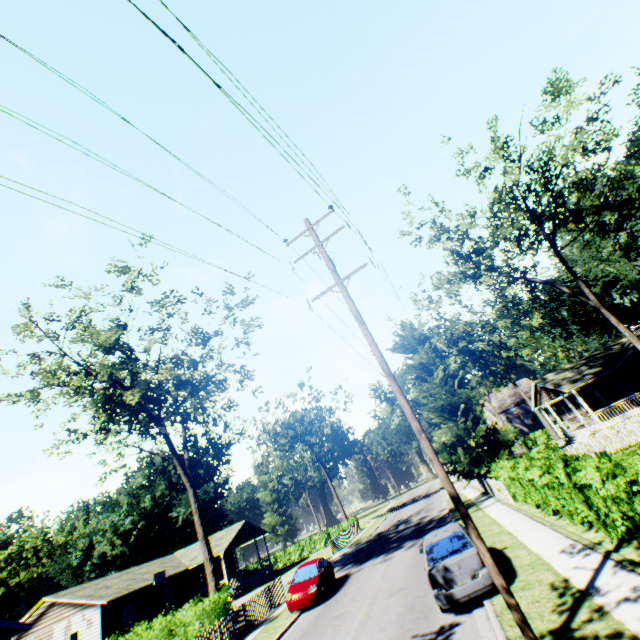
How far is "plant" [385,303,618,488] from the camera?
25.7 meters

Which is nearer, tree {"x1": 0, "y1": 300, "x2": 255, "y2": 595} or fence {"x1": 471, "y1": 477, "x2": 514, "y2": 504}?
fence {"x1": 471, "y1": 477, "x2": 514, "y2": 504}

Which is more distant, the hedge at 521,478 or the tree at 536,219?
the tree at 536,219

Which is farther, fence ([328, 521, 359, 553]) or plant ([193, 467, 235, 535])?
plant ([193, 467, 235, 535])

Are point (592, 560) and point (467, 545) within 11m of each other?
yes

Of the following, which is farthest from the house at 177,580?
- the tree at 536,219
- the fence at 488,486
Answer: the tree at 536,219

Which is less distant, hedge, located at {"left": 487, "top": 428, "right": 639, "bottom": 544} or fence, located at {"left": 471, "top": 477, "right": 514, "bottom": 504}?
hedge, located at {"left": 487, "top": 428, "right": 639, "bottom": 544}

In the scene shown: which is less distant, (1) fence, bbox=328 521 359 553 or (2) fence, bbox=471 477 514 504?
(2) fence, bbox=471 477 514 504
